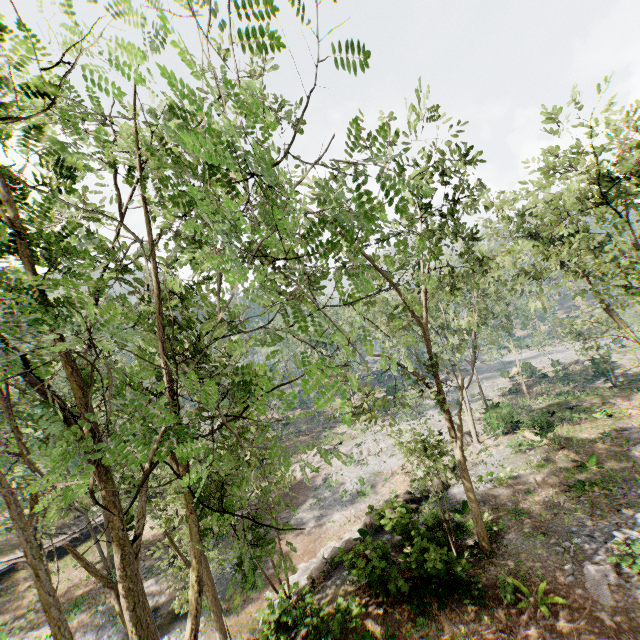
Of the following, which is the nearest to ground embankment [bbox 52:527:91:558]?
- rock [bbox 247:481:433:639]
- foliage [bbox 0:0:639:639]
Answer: foliage [bbox 0:0:639:639]

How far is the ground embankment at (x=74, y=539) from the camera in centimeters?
3077cm

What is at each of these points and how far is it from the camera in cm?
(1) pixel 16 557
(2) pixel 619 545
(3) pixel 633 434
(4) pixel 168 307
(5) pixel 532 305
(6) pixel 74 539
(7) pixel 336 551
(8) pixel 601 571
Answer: (1) ground embankment, 2966
(2) foliage, 1312
(3) foliage, 2141
(4) foliage, 1070
(5) foliage, 1752
(6) ground embankment, 3175
(7) rock, 1766
(8) foliage, 1278

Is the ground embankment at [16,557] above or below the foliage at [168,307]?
below

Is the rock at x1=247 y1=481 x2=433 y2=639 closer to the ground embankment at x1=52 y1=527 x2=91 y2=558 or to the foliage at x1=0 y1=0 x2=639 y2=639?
the foliage at x1=0 y1=0 x2=639 y2=639
